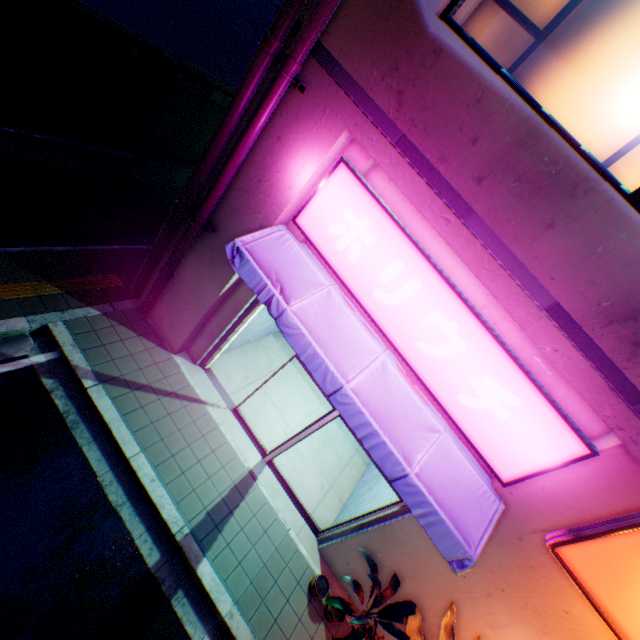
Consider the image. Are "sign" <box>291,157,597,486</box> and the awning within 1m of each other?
yes

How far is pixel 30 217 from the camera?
6.0 meters

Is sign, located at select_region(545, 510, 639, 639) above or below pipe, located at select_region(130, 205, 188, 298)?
above

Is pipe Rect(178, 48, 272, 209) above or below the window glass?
below

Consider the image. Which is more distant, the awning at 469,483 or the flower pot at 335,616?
the flower pot at 335,616

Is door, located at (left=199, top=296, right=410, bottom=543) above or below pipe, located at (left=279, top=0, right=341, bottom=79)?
below

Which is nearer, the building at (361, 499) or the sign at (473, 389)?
the sign at (473, 389)

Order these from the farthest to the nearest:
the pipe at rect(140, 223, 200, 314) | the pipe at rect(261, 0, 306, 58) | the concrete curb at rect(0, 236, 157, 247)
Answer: the concrete curb at rect(0, 236, 157, 247)
the pipe at rect(140, 223, 200, 314)
the pipe at rect(261, 0, 306, 58)
